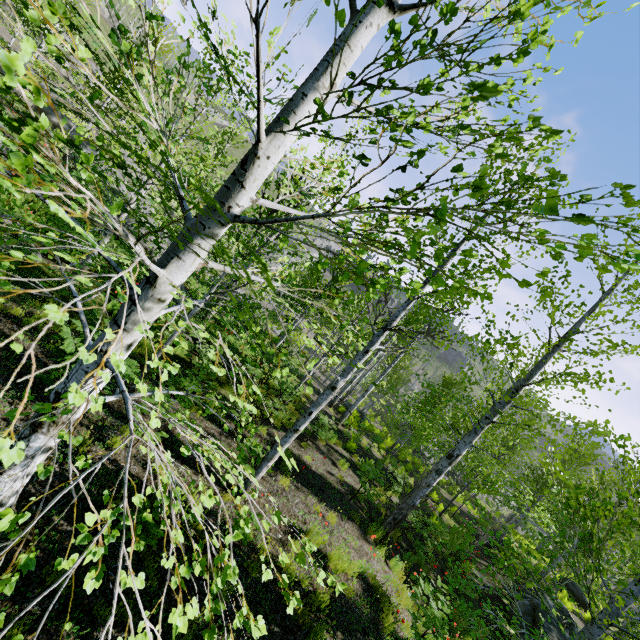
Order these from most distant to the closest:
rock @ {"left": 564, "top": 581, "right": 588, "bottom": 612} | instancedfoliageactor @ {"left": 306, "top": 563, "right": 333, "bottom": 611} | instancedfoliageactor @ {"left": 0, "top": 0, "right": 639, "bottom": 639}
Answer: rock @ {"left": 564, "top": 581, "right": 588, "bottom": 612} → instancedfoliageactor @ {"left": 306, "top": 563, "right": 333, "bottom": 611} → instancedfoliageactor @ {"left": 0, "top": 0, "right": 639, "bottom": 639}

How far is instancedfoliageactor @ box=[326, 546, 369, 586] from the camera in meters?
6.2

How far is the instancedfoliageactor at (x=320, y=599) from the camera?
1.7 meters

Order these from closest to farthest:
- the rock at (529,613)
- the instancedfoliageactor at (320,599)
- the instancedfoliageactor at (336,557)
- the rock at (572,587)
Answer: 1. the instancedfoliageactor at (320,599)
2. the instancedfoliageactor at (336,557)
3. the rock at (529,613)
4. the rock at (572,587)

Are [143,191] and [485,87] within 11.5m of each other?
yes

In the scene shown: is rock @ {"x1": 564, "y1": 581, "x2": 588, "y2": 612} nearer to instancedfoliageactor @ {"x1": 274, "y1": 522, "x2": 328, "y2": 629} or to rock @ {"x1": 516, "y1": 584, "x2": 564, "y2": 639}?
instancedfoliageactor @ {"x1": 274, "y1": 522, "x2": 328, "y2": 629}
